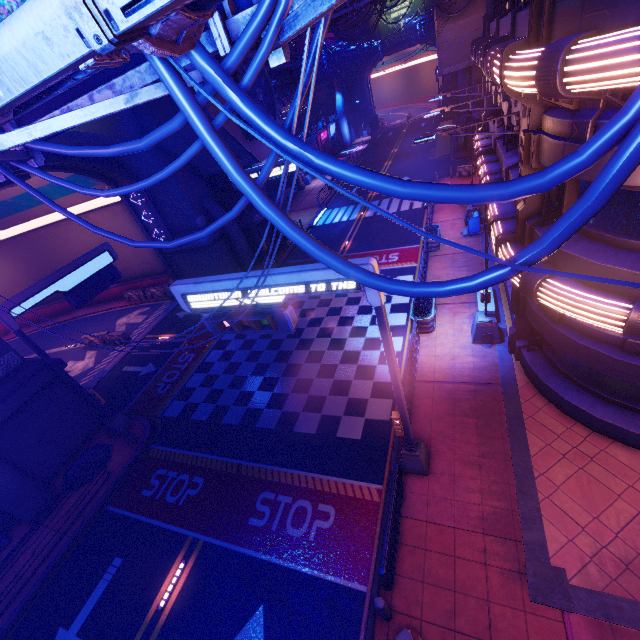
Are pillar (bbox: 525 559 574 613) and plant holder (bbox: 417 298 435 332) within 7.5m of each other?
no

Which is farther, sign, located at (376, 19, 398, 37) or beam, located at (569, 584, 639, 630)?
sign, located at (376, 19, 398, 37)

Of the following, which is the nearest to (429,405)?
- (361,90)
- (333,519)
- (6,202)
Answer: (333,519)

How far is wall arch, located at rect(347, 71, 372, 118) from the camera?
57.30m

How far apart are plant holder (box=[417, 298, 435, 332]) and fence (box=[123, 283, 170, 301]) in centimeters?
2053cm

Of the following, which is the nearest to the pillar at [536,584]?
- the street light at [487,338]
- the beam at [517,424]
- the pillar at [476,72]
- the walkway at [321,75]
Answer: the beam at [517,424]

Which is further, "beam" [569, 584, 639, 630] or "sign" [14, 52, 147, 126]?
"beam" [569, 584, 639, 630]

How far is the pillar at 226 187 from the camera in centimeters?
2377cm
